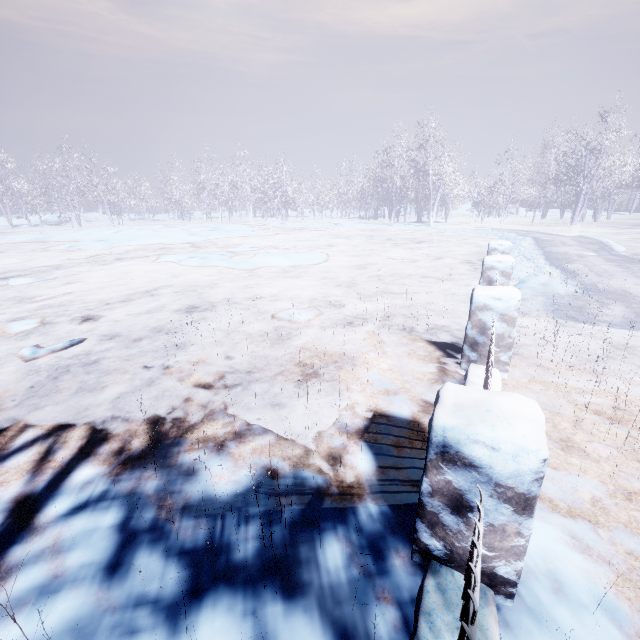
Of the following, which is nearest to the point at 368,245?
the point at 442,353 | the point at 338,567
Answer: the point at 442,353
